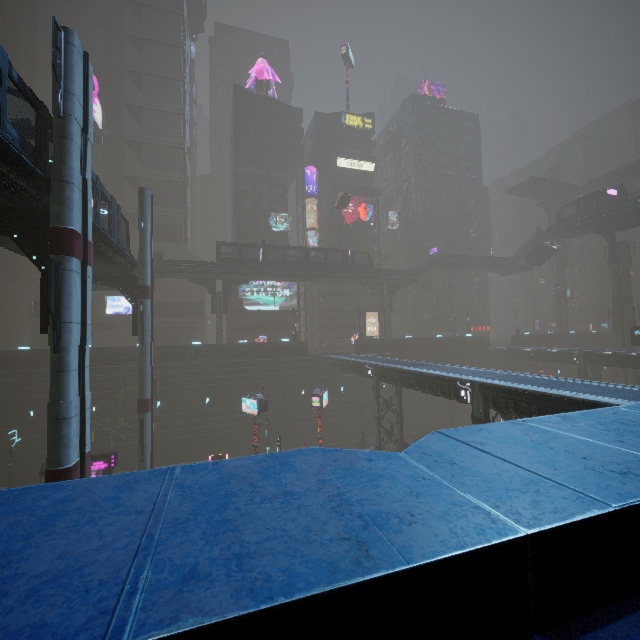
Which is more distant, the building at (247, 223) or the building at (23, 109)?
the building at (247, 223)

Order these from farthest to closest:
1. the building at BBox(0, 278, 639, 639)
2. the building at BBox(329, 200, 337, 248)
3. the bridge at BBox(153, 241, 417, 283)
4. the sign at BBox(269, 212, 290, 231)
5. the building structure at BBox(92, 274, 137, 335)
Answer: the building at BBox(329, 200, 337, 248) → the sign at BBox(269, 212, 290, 231) → the bridge at BBox(153, 241, 417, 283) → the building structure at BBox(92, 274, 137, 335) → the building at BBox(0, 278, 639, 639)

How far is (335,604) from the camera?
1.0m

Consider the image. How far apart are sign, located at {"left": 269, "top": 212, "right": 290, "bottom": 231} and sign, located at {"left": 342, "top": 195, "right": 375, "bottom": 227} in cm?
900

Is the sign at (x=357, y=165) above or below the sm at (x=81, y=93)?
above

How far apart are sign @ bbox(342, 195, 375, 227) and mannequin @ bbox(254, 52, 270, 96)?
22.6 meters

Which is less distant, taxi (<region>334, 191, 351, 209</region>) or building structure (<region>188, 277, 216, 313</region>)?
taxi (<region>334, 191, 351, 209</region>)

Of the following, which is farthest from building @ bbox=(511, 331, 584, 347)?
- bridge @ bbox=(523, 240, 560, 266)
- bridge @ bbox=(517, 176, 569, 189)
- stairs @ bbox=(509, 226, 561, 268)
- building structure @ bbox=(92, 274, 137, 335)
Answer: building structure @ bbox=(92, 274, 137, 335)
